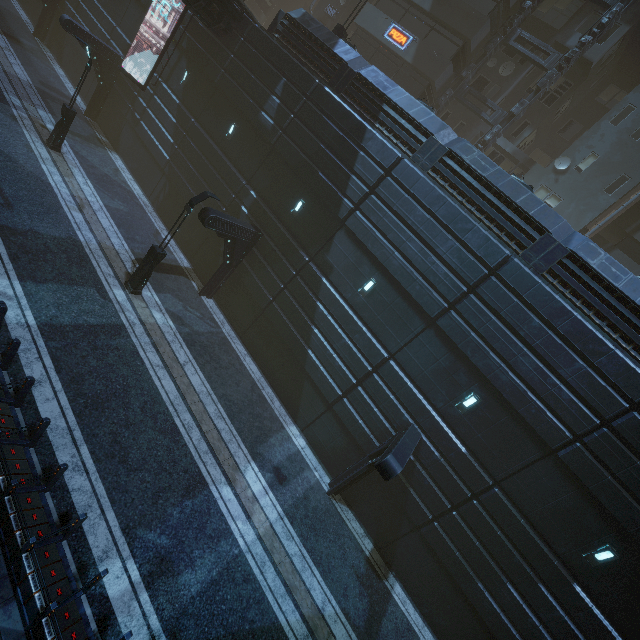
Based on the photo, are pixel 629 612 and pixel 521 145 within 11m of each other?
no

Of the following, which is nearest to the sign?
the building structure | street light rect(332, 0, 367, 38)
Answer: the building structure

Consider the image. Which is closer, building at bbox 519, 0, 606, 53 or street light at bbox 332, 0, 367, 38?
street light at bbox 332, 0, 367, 38

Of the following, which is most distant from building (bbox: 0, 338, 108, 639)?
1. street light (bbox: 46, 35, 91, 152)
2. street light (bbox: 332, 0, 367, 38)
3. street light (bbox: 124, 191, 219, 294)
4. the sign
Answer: street light (bbox: 46, 35, 91, 152)

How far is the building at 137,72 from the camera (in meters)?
21.14

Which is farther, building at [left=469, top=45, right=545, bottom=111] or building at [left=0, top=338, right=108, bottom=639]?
building at [left=469, top=45, right=545, bottom=111]

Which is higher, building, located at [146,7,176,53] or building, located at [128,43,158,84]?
building, located at [146,7,176,53]

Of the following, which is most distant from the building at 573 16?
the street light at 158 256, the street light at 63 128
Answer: the street light at 63 128
